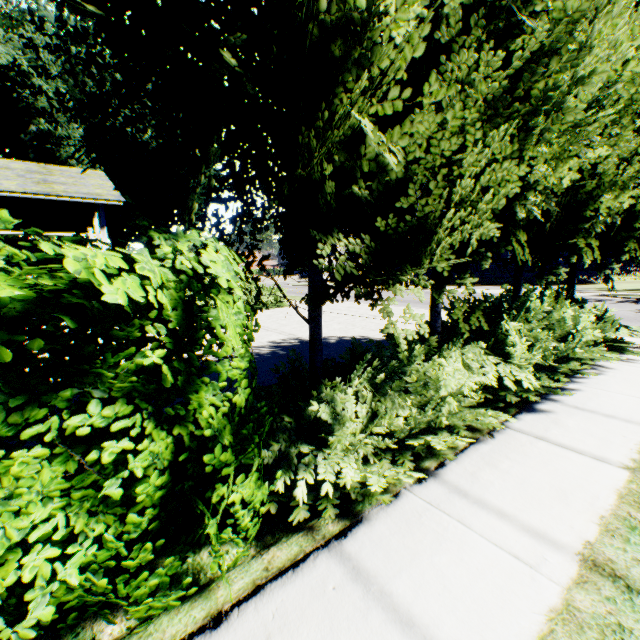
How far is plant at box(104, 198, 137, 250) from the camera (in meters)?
26.73

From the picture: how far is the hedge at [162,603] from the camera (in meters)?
1.63

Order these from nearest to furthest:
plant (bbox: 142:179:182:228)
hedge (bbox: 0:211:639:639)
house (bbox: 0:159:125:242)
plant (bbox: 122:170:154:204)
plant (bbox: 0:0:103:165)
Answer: hedge (bbox: 0:211:639:639)
house (bbox: 0:159:125:242)
plant (bbox: 0:0:103:165)
plant (bbox: 122:170:154:204)
plant (bbox: 142:179:182:228)

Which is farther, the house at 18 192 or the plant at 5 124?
the plant at 5 124

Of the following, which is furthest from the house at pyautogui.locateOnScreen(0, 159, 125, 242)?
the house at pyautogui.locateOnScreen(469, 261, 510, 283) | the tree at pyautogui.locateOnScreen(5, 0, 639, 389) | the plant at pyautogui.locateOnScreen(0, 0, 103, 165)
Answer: the house at pyautogui.locateOnScreen(469, 261, 510, 283)

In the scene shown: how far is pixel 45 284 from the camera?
1.5m

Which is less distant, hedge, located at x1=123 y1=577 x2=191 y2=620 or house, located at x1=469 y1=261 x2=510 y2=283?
hedge, located at x1=123 y1=577 x2=191 y2=620

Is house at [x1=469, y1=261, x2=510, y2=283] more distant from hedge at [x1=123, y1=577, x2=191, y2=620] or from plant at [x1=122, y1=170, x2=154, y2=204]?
hedge at [x1=123, y1=577, x2=191, y2=620]
